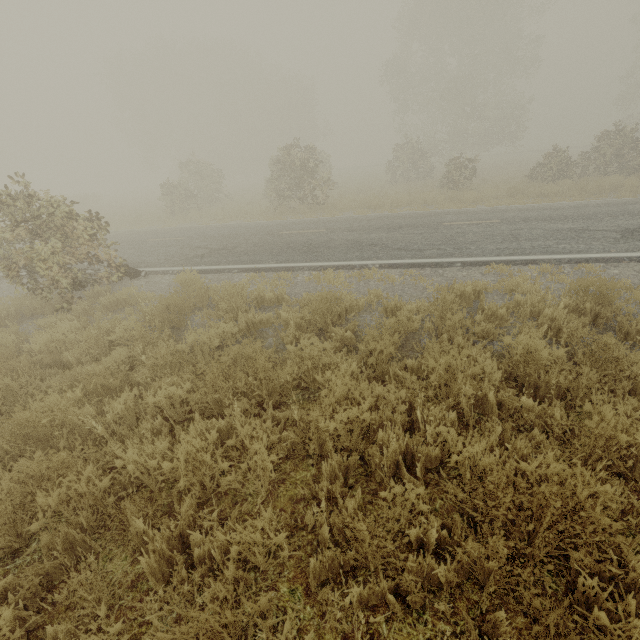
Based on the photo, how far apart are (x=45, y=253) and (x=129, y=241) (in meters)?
7.26

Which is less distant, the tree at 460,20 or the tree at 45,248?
the tree at 45,248

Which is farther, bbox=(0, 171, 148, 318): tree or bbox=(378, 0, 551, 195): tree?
bbox=(378, 0, 551, 195): tree
